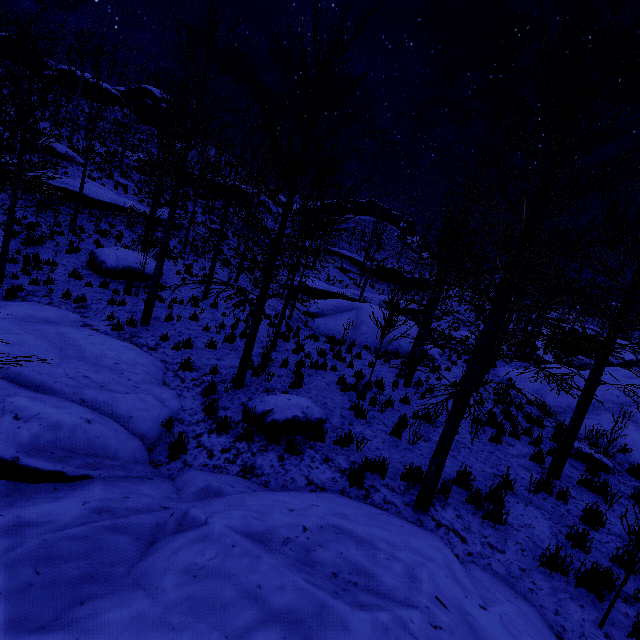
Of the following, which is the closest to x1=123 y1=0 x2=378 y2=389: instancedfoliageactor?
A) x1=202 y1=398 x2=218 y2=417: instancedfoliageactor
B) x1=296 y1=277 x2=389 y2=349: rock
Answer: x1=202 y1=398 x2=218 y2=417: instancedfoliageactor

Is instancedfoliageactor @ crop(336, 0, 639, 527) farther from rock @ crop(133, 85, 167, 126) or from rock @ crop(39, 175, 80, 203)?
rock @ crop(133, 85, 167, 126)

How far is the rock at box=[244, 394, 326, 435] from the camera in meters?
6.7 m

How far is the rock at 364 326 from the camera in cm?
1763

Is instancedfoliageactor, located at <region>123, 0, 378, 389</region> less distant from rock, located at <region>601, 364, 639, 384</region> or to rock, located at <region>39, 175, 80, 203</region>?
rock, located at <region>601, 364, 639, 384</region>

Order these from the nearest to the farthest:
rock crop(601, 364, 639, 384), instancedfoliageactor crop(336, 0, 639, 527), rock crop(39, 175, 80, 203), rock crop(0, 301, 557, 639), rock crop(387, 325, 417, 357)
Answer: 1. rock crop(0, 301, 557, 639)
2. instancedfoliageactor crop(336, 0, 639, 527)
3. rock crop(601, 364, 639, 384)
4. rock crop(387, 325, 417, 357)
5. rock crop(39, 175, 80, 203)

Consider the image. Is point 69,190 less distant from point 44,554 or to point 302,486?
point 302,486

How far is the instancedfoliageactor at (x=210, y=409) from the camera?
6.8 meters
